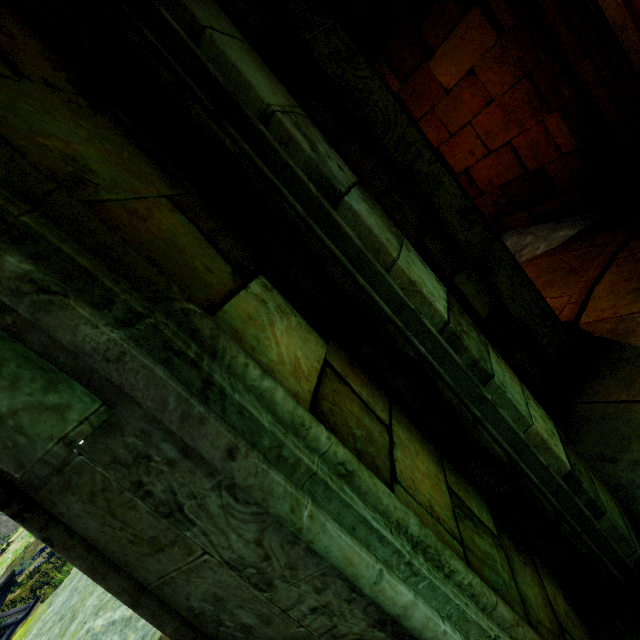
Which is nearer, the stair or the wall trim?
the wall trim

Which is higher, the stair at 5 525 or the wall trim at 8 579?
the stair at 5 525

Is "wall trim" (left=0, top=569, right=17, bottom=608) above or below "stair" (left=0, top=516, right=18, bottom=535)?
below

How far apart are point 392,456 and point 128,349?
0.97m

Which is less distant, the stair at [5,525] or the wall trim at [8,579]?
the wall trim at [8,579]
